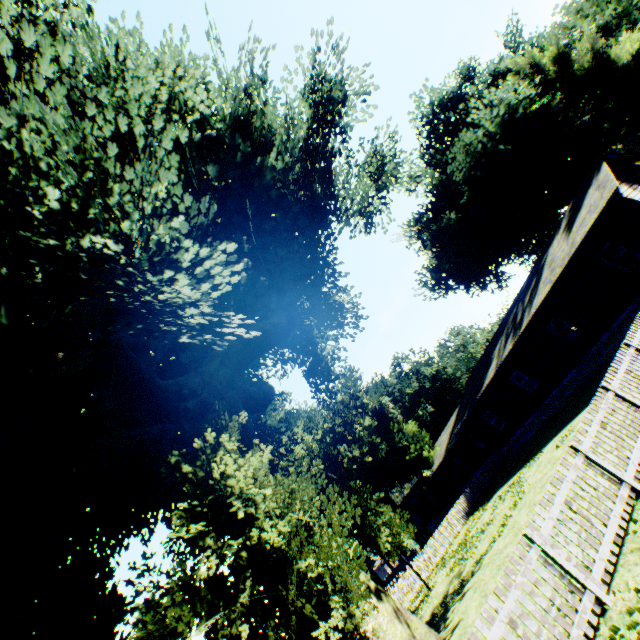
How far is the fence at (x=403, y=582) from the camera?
21.86m

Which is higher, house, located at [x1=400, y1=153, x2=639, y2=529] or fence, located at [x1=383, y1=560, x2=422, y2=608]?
house, located at [x1=400, y1=153, x2=639, y2=529]

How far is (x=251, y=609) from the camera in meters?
5.9 m

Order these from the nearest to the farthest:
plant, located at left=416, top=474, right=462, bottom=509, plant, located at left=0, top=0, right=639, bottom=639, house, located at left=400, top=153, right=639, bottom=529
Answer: plant, located at left=0, top=0, right=639, bottom=639
house, located at left=400, top=153, right=639, bottom=529
plant, located at left=416, top=474, right=462, bottom=509

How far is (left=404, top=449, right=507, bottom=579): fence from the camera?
23.6m

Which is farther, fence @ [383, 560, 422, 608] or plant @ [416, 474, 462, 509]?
plant @ [416, 474, 462, 509]

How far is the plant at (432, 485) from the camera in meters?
39.3 m
